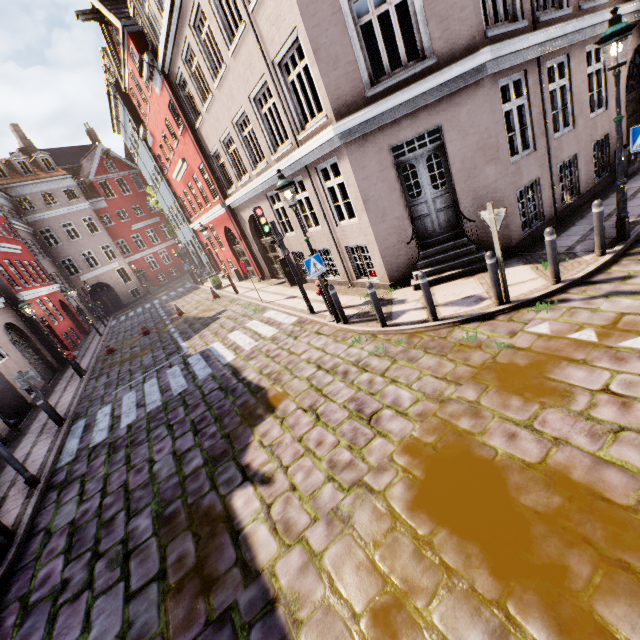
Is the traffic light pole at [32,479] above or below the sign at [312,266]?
below

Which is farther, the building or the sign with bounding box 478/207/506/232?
the building

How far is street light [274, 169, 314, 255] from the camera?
7.2 meters

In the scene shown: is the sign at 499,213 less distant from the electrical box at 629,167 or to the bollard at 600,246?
the bollard at 600,246

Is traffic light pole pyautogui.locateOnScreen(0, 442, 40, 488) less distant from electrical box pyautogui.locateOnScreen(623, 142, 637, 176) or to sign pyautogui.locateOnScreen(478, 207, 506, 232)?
sign pyautogui.locateOnScreen(478, 207, 506, 232)

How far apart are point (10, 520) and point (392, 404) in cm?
781

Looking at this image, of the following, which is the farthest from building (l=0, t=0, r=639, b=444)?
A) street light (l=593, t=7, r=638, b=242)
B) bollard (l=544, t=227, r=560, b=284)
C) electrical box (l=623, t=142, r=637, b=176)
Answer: bollard (l=544, t=227, r=560, b=284)

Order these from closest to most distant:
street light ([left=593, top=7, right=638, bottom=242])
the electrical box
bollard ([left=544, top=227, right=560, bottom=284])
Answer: street light ([left=593, top=7, right=638, bottom=242]) → bollard ([left=544, top=227, right=560, bottom=284]) → the electrical box
